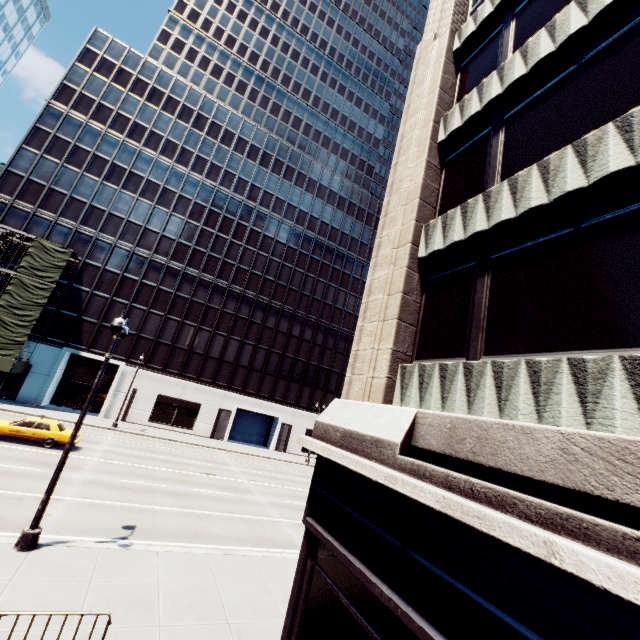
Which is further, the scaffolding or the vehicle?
the scaffolding

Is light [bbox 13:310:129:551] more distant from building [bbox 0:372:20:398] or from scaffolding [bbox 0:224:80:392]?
building [bbox 0:372:20:398]

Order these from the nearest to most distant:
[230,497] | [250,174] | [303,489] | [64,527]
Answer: [64,527] → [230,497] → [303,489] → [250,174]

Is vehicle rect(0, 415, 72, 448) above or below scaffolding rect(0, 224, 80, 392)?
below

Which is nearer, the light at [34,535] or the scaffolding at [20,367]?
the light at [34,535]

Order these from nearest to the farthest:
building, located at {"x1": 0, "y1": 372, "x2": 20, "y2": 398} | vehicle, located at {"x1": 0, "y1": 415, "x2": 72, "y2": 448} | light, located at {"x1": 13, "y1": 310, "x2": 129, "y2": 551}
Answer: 1. light, located at {"x1": 13, "y1": 310, "x2": 129, "y2": 551}
2. vehicle, located at {"x1": 0, "y1": 415, "x2": 72, "y2": 448}
3. building, located at {"x1": 0, "y1": 372, "x2": 20, "y2": 398}

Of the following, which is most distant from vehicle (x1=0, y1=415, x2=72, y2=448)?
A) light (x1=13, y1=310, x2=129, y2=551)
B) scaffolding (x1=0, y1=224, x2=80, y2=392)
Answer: light (x1=13, y1=310, x2=129, y2=551)

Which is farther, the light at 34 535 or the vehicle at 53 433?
the vehicle at 53 433
